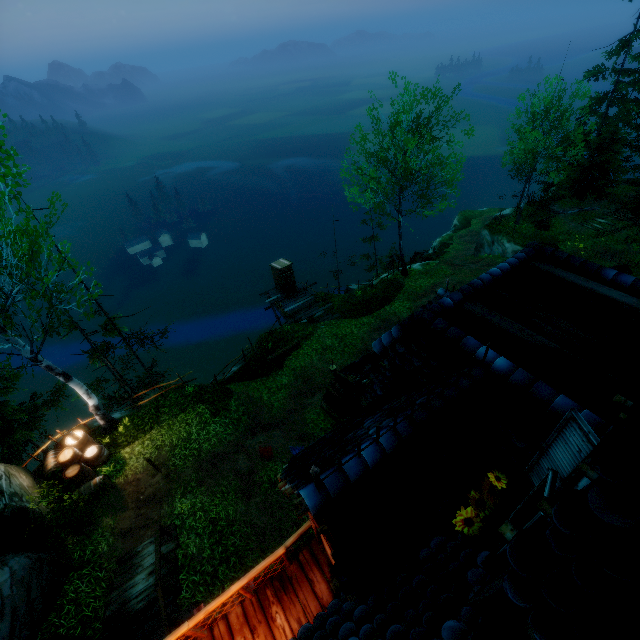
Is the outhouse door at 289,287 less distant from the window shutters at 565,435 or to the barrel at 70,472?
the barrel at 70,472

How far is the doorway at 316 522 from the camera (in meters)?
4.68

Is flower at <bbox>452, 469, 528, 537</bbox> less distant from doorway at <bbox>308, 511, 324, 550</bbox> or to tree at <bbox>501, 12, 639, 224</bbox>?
doorway at <bbox>308, 511, 324, 550</bbox>

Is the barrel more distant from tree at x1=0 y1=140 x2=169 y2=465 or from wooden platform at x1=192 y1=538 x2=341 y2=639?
tree at x1=0 y1=140 x2=169 y2=465

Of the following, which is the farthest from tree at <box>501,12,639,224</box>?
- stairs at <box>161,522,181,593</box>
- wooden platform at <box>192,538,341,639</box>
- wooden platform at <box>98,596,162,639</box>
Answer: stairs at <box>161,522,181,593</box>

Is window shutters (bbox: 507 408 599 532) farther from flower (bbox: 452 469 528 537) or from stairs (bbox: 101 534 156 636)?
stairs (bbox: 101 534 156 636)

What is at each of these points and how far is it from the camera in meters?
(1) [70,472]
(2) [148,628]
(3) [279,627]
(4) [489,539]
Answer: (1) barrel, 11.6 m
(2) wooden platform, 7.5 m
(3) wooden platform, 5.7 m
(4) window, 3.0 m

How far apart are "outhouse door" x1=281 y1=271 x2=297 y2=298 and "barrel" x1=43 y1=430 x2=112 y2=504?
14.12m
